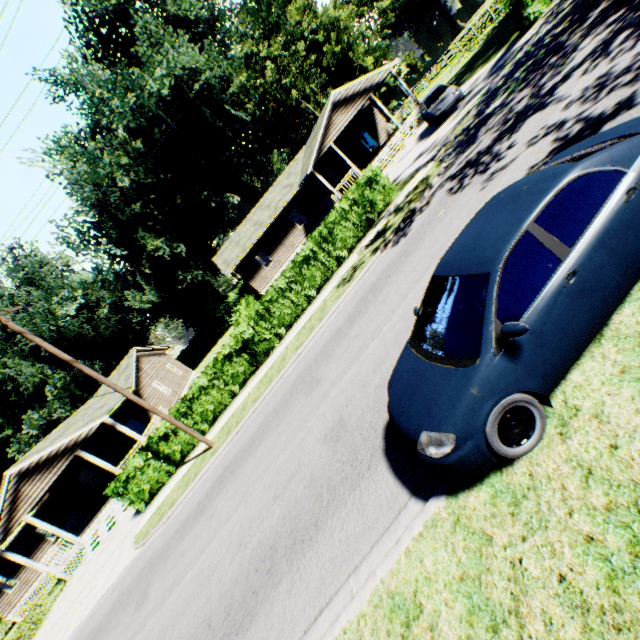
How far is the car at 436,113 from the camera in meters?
18.2 m

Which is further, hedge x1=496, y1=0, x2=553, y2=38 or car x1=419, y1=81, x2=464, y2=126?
car x1=419, y1=81, x2=464, y2=126

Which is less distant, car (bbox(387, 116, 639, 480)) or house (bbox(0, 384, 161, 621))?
car (bbox(387, 116, 639, 480))

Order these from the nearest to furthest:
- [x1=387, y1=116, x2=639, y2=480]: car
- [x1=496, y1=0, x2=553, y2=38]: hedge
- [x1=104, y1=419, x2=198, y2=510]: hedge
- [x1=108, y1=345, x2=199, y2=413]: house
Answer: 1. [x1=387, y1=116, x2=639, y2=480]: car
2. [x1=104, y1=419, x2=198, y2=510]: hedge
3. [x1=496, y1=0, x2=553, y2=38]: hedge
4. [x1=108, y1=345, x2=199, y2=413]: house

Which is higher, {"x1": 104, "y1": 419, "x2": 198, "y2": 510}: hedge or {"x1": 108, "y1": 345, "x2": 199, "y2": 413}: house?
{"x1": 108, "y1": 345, "x2": 199, "y2": 413}: house

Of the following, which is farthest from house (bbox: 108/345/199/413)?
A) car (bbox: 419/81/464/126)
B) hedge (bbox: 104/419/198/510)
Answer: car (bbox: 419/81/464/126)

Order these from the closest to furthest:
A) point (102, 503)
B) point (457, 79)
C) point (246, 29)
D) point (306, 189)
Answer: point (102, 503)
point (457, 79)
point (306, 189)
point (246, 29)

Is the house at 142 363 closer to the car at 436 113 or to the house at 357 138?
the house at 357 138
